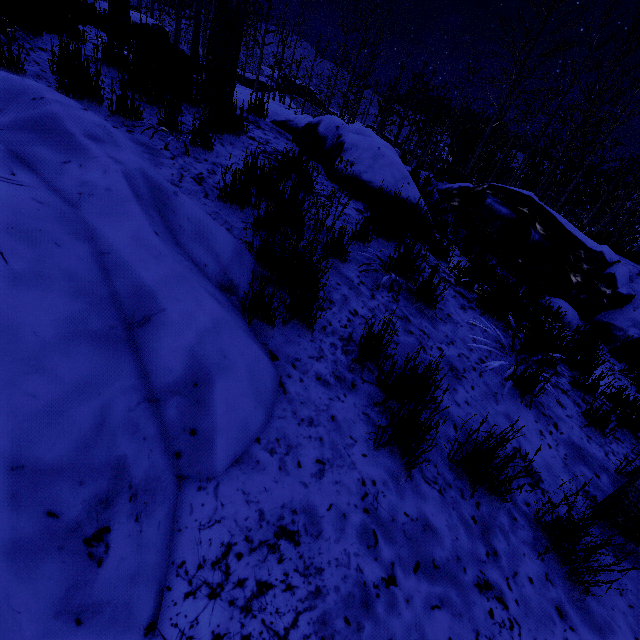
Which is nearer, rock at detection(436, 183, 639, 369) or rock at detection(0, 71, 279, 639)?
rock at detection(0, 71, 279, 639)

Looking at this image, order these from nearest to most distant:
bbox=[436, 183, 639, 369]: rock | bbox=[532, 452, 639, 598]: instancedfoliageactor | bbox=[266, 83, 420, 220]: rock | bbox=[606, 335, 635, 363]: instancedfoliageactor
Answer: bbox=[532, 452, 639, 598]: instancedfoliageactor
bbox=[266, 83, 420, 220]: rock
bbox=[606, 335, 635, 363]: instancedfoliageactor
bbox=[436, 183, 639, 369]: rock

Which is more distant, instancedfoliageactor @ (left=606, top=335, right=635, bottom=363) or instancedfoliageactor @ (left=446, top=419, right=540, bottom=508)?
instancedfoliageactor @ (left=606, top=335, right=635, bottom=363)

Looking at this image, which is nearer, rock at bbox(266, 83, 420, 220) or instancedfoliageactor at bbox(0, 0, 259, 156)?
instancedfoliageactor at bbox(0, 0, 259, 156)

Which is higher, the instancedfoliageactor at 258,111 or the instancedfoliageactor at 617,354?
the instancedfoliageactor at 258,111

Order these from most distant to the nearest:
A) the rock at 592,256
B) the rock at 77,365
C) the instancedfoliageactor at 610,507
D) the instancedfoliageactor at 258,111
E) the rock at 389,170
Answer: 1. the rock at 592,256
2. the instancedfoliageactor at 258,111
3. the rock at 389,170
4. the instancedfoliageactor at 610,507
5. the rock at 77,365

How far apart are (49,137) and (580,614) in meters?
3.3 m

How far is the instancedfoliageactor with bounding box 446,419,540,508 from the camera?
1.6 meters
